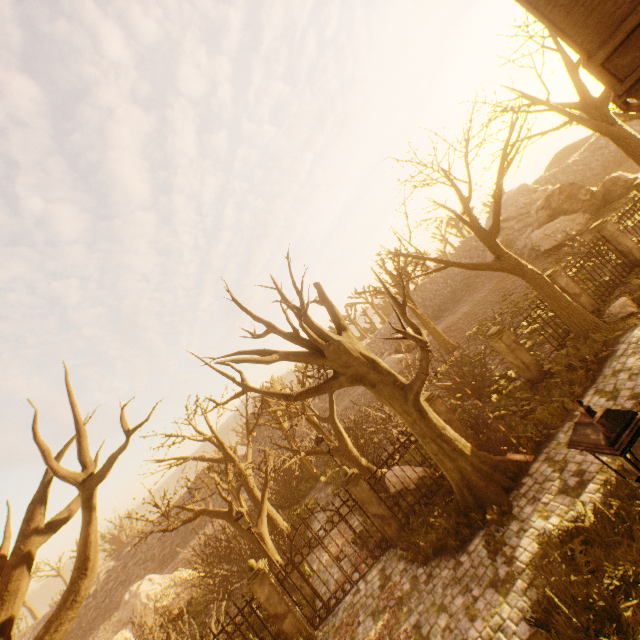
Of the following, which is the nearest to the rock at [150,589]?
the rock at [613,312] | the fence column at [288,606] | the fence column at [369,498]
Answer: the fence column at [288,606]

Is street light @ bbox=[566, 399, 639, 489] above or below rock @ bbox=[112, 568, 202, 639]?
above

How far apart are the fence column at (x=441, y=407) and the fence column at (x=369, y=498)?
3.3 meters

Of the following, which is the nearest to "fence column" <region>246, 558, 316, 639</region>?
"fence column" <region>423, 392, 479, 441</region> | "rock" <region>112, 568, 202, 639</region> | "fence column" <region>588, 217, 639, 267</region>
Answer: "fence column" <region>423, 392, 479, 441</region>

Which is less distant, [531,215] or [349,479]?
[349,479]

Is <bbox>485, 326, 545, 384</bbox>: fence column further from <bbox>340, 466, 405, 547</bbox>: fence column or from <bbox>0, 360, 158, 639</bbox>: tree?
<bbox>0, 360, 158, 639</bbox>: tree

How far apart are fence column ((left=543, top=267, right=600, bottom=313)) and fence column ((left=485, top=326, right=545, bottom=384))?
3.4 meters

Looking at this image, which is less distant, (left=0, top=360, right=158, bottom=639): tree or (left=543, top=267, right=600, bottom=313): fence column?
(left=0, top=360, right=158, bottom=639): tree
